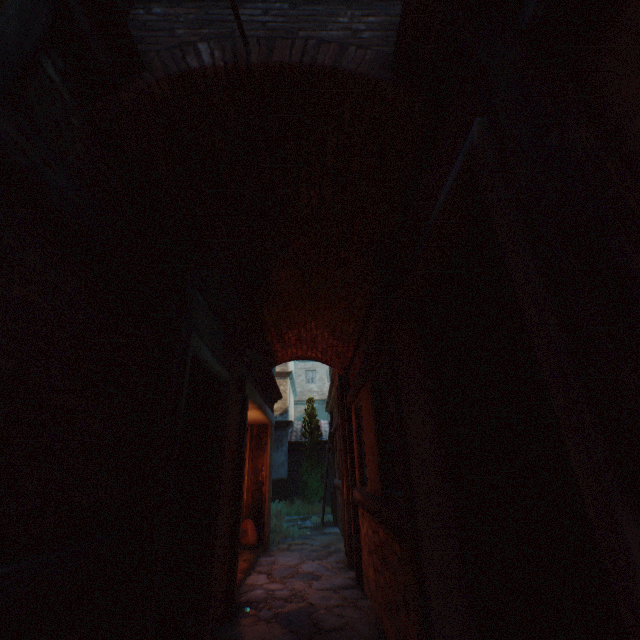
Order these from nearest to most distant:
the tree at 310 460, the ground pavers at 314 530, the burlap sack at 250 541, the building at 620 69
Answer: the building at 620 69, the burlap sack at 250 541, the ground pavers at 314 530, the tree at 310 460

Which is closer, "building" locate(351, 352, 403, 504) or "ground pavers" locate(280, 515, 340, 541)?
"building" locate(351, 352, 403, 504)

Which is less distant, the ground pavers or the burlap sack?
the burlap sack

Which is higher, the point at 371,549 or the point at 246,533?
the point at 371,549

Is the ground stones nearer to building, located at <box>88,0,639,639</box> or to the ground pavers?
building, located at <box>88,0,639,639</box>

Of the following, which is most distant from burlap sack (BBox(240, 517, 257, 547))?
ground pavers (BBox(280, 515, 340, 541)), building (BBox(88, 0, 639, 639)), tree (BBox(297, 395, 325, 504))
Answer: tree (BBox(297, 395, 325, 504))

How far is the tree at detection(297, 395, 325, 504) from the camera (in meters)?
14.53

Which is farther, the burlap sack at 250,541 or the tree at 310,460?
the tree at 310,460
